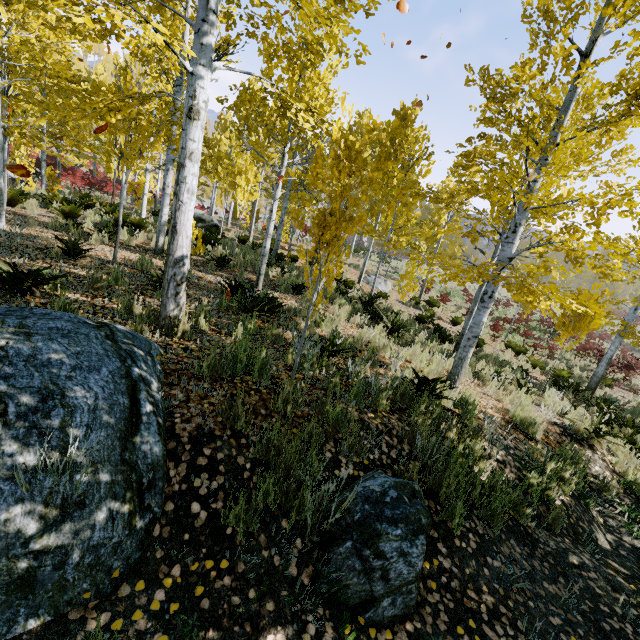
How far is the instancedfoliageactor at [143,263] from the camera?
7.1m

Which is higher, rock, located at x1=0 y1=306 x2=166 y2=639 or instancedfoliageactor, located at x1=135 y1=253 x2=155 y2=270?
instancedfoliageactor, located at x1=135 y1=253 x2=155 y2=270

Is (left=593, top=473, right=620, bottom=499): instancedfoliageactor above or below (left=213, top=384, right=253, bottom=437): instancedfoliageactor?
below

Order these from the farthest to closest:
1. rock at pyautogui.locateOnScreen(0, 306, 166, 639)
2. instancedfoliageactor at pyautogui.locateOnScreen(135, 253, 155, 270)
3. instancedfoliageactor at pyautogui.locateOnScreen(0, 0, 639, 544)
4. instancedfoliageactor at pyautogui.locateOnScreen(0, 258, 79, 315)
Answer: instancedfoliageactor at pyautogui.locateOnScreen(135, 253, 155, 270), instancedfoliageactor at pyautogui.locateOnScreen(0, 258, 79, 315), instancedfoliageactor at pyautogui.locateOnScreen(0, 0, 639, 544), rock at pyautogui.locateOnScreen(0, 306, 166, 639)

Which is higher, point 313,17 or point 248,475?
point 313,17

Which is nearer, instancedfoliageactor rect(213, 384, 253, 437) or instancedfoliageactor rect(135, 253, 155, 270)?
instancedfoliageactor rect(213, 384, 253, 437)

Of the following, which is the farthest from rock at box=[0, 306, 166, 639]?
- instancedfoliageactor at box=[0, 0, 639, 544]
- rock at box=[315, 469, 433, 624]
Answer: rock at box=[315, 469, 433, 624]

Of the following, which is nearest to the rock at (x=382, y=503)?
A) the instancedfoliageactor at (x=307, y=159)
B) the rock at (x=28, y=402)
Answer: the instancedfoliageactor at (x=307, y=159)
